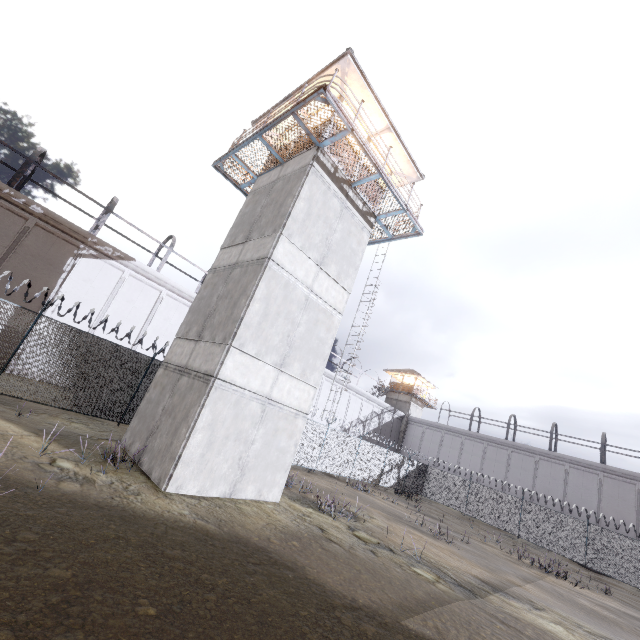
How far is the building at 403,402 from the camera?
43.2 meters

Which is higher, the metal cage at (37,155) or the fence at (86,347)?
the metal cage at (37,155)

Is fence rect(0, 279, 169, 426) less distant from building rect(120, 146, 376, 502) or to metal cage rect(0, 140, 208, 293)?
building rect(120, 146, 376, 502)

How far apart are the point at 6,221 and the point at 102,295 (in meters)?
5.44

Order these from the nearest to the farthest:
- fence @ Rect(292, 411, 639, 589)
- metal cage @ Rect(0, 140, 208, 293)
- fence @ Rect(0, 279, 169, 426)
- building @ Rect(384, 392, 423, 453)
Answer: fence @ Rect(0, 279, 169, 426) < metal cage @ Rect(0, 140, 208, 293) < fence @ Rect(292, 411, 639, 589) < building @ Rect(384, 392, 423, 453)

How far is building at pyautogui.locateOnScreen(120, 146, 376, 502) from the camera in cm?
897

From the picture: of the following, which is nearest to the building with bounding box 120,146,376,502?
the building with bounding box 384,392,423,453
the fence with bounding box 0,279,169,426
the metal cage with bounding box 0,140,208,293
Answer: the fence with bounding box 0,279,169,426
